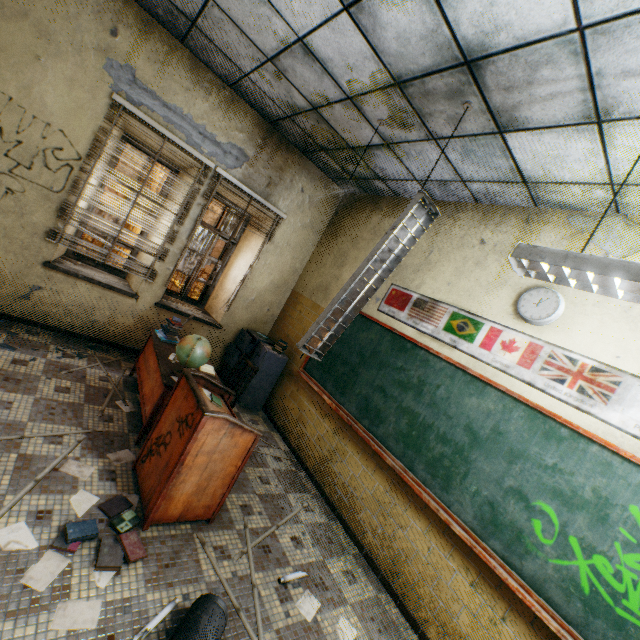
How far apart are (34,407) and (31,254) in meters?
2.1 m

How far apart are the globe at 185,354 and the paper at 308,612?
2.2 meters

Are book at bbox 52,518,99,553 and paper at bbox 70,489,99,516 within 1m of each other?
yes

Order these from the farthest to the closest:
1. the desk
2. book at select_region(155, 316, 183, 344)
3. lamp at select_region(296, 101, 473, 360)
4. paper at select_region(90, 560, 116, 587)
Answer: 1. book at select_region(155, 316, 183, 344)
2. the desk
3. lamp at select_region(296, 101, 473, 360)
4. paper at select_region(90, 560, 116, 587)

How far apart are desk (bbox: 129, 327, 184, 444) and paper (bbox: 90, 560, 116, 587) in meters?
1.2

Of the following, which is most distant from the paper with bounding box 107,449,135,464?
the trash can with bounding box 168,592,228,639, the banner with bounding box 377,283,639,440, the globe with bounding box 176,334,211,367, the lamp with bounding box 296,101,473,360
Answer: the banner with bounding box 377,283,639,440

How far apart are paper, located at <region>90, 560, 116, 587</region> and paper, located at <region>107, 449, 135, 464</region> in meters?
0.9 m

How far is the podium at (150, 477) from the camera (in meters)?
2.36
